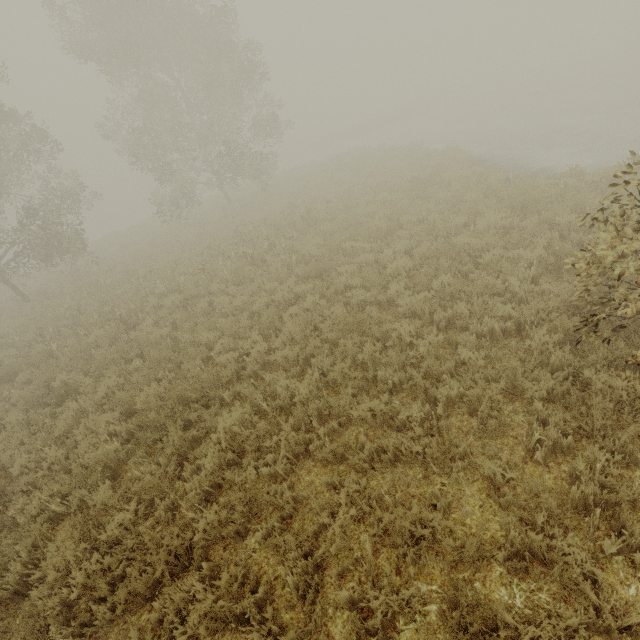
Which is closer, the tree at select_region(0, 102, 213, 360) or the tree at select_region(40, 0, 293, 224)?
the tree at select_region(0, 102, 213, 360)

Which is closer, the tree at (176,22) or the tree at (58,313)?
the tree at (58,313)

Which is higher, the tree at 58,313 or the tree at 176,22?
the tree at 176,22

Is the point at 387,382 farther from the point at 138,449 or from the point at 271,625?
the point at 138,449

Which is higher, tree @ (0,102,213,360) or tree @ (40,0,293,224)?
tree @ (40,0,293,224)
